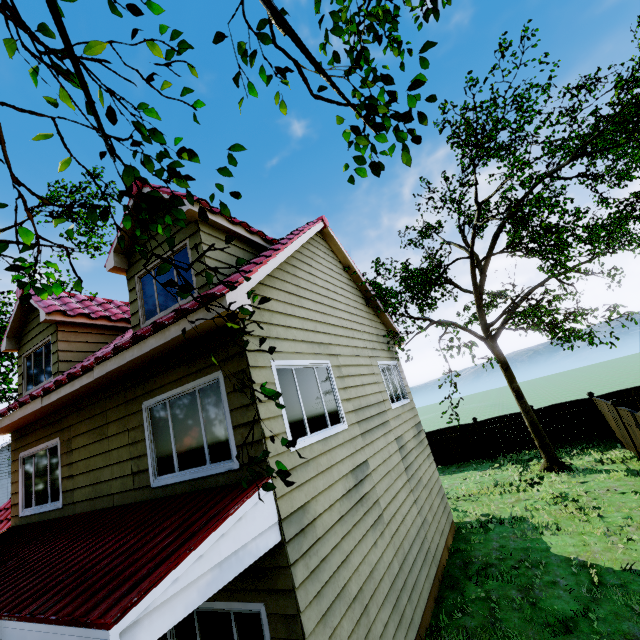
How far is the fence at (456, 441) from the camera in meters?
16.9 m

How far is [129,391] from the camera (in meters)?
5.89

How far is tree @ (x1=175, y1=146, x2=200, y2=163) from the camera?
3.1 meters

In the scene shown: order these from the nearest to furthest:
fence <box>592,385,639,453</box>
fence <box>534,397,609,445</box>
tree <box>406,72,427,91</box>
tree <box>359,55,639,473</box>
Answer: tree <box>406,72,427,91</box> < tree <box>359,55,639,473</box> < fence <box>592,385,639,453</box> < fence <box>534,397,609,445</box>

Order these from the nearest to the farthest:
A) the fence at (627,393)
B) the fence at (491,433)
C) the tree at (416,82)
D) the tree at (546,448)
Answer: the tree at (416,82), the tree at (546,448), the fence at (627,393), the fence at (491,433)

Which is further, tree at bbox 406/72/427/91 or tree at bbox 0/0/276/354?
tree at bbox 406/72/427/91
